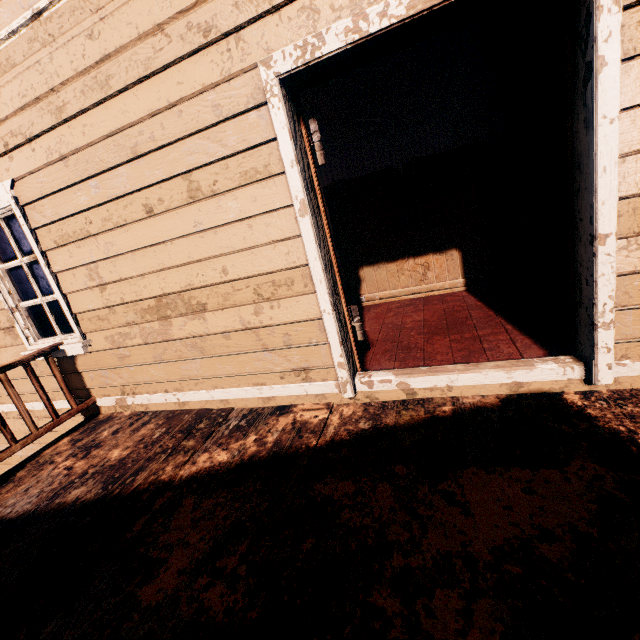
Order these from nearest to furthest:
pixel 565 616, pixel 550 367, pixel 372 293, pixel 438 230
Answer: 1. pixel 565 616
2. pixel 550 367
3. pixel 438 230
4. pixel 372 293

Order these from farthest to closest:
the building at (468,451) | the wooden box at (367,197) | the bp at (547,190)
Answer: the wooden box at (367,197), the bp at (547,190), the building at (468,451)

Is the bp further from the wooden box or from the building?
the wooden box

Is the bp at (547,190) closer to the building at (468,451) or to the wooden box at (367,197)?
the building at (468,451)

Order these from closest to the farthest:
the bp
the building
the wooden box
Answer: the building, the bp, the wooden box

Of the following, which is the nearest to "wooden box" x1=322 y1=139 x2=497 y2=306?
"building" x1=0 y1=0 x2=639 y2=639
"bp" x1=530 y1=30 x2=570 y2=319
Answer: "building" x1=0 y1=0 x2=639 y2=639
